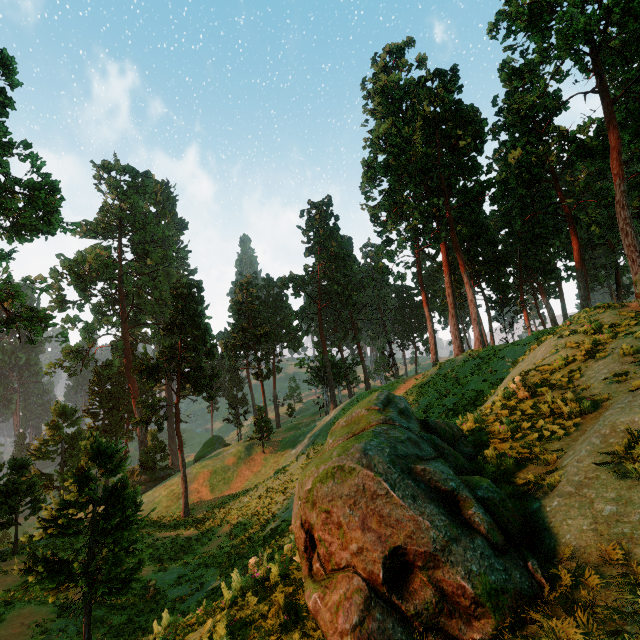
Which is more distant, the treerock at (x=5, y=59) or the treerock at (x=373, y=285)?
the treerock at (x=373, y=285)

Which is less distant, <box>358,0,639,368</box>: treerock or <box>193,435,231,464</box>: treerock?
<box>358,0,639,368</box>: treerock

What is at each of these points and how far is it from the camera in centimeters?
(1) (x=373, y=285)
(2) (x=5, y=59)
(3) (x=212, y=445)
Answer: (1) treerock, 5144cm
(2) treerock, 2198cm
(3) treerock, 5431cm

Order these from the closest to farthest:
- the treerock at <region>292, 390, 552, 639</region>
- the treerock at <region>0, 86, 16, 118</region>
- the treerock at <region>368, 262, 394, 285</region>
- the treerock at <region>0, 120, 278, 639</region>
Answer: the treerock at <region>292, 390, 552, 639</region>
the treerock at <region>0, 120, 278, 639</region>
the treerock at <region>0, 86, 16, 118</region>
the treerock at <region>368, 262, 394, 285</region>

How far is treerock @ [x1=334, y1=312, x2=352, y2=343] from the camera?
56.5m

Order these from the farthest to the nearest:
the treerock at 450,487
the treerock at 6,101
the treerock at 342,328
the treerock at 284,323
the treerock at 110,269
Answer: the treerock at 342,328 → the treerock at 284,323 → the treerock at 6,101 → the treerock at 110,269 → the treerock at 450,487
